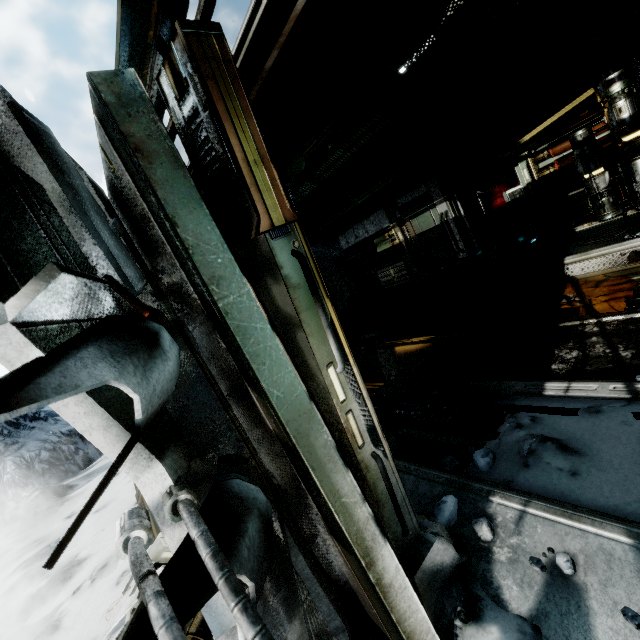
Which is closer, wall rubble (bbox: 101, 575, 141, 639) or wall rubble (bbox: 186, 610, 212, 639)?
wall rubble (bbox: 186, 610, 212, 639)

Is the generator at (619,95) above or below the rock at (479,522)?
above

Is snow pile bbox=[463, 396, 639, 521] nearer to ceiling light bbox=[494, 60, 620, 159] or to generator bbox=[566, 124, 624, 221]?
generator bbox=[566, 124, 624, 221]

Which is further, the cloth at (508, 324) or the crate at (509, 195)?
the crate at (509, 195)

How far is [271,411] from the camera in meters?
1.2 m

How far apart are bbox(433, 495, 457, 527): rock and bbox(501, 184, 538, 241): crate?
8.8m

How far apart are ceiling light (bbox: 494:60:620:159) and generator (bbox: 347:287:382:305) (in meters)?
5.14

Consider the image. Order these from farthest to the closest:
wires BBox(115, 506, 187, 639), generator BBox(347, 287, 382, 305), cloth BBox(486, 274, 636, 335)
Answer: generator BBox(347, 287, 382, 305) < cloth BBox(486, 274, 636, 335) < wires BBox(115, 506, 187, 639)
